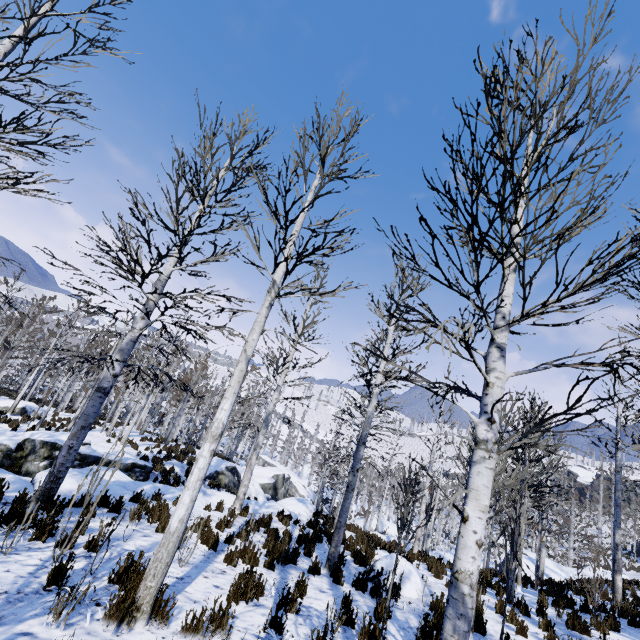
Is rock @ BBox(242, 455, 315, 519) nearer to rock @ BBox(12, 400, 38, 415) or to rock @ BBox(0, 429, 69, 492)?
rock @ BBox(0, 429, 69, 492)

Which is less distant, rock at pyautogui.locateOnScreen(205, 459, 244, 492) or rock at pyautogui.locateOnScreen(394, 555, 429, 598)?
rock at pyautogui.locateOnScreen(394, 555, 429, 598)

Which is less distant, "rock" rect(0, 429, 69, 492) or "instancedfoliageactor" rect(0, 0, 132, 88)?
"instancedfoliageactor" rect(0, 0, 132, 88)

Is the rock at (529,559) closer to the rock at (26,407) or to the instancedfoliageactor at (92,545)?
the instancedfoliageactor at (92,545)

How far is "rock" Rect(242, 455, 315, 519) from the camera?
14.29m

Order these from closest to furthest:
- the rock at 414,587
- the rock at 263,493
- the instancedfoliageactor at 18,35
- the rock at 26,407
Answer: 1. the instancedfoliageactor at 18,35
2. the rock at 414,587
3. the rock at 263,493
4. the rock at 26,407

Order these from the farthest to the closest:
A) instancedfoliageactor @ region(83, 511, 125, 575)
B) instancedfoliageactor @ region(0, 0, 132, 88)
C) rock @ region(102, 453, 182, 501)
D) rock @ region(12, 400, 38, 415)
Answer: rock @ region(12, 400, 38, 415) < rock @ region(102, 453, 182, 501) < instancedfoliageactor @ region(0, 0, 132, 88) < instancedfoliageactor @ region(83, 511, 125, 575)

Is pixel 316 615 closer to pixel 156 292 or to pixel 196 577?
pixel 196 577
